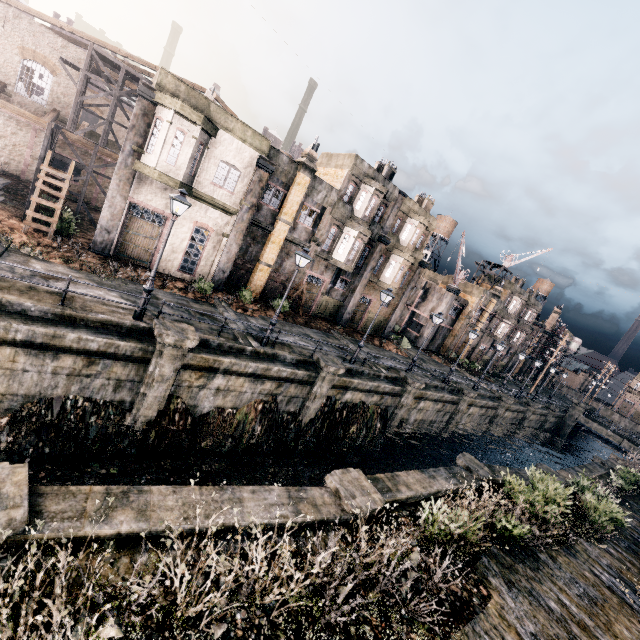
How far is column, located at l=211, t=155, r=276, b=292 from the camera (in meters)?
21.27

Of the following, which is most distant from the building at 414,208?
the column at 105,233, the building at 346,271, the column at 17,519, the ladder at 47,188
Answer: the column at 17,519

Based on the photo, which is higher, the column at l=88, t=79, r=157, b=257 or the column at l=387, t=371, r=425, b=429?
the column at l=88, t=79, r=157, b=257

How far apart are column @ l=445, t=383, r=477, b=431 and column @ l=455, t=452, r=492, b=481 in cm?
1362

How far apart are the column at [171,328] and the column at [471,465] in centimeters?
1344cm

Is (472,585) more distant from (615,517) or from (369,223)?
(369,223)

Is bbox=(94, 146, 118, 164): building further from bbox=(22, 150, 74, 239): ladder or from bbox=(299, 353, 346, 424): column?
bbox=(299, 353, 346, 424): column

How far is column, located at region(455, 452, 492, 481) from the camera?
15.2 meters
